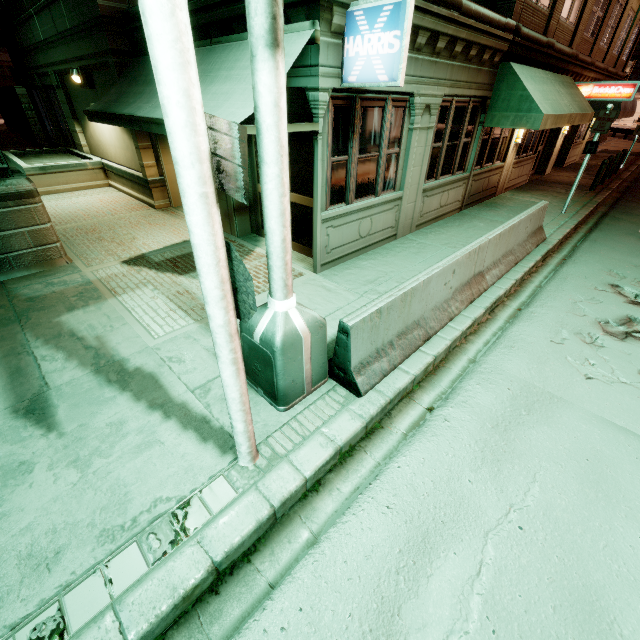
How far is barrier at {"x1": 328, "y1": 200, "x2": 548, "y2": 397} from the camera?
3.9m

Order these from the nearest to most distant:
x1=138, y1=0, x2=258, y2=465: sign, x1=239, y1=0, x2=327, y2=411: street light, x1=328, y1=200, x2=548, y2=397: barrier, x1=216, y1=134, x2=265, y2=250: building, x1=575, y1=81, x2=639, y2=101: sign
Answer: x1=138, y1=0, x2=258, y2=465: sign < x1=239, y1=0, x2=327, y2=411: street light < x1=328, y1=200, x2=548, y2=397: barrier < x1=216, y1=134, x2=265, y2=250: building < x1=575, y1=81, x2=639, y2=101: sign

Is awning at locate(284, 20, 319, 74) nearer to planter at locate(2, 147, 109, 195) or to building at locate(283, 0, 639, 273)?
building at locate(283, 0, 639, 273)

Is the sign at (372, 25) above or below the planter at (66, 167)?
above

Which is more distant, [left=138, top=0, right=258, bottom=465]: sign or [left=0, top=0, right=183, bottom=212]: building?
[left=0, top=0, right=183, bottom=212]: building

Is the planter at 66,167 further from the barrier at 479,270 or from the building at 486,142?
the barrier at 479,270

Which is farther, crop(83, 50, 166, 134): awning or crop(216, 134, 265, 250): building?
crop(216, 134, 265, 250): building

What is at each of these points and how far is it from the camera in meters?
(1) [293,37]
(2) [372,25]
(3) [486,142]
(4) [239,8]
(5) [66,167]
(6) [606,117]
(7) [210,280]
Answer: (1) awning, 4.8 m
(2) sign, 4.5 m
(3) building, 10.4 m
(4) building, 5.3 m
(5) planter, 11.9 m
(6) sign, 9.4 m
(7) sign, 2.1 m
